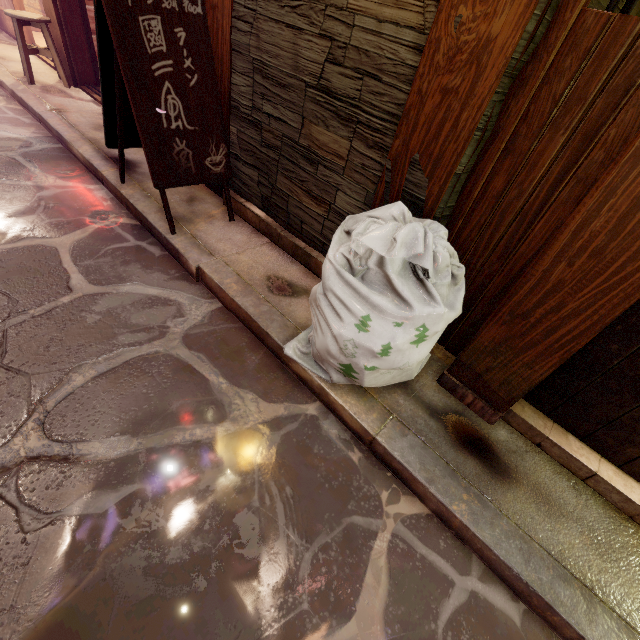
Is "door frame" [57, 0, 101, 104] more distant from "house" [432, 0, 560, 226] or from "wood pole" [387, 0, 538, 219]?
"wood pole" [387, 0, 538, 219]

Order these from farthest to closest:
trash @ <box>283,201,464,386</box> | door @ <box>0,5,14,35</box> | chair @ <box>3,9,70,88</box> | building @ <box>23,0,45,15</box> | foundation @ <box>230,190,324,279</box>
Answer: building @ <box>23,0,45,15</box>, door @ <box>0,5,14,35</box>, chair @ <box>3,9,70,88</box>, foundation @ <box>230,190,324,279</box>, trash @ <box>283,201,464,386</box>

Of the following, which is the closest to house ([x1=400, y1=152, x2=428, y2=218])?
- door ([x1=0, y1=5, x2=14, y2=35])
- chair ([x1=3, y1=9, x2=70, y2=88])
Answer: chair ([x1=3, y1=9, x2=70, y2=88])

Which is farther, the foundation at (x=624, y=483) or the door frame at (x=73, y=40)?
the door frame at (x=73, y=40)

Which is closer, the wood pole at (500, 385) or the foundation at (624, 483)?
the wood pole at (500, 385)

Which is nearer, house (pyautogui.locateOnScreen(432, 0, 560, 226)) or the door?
house (pyautogui.locateOnScreen(432, 0, 560, 226))

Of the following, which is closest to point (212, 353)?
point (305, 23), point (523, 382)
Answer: point (523, 382)

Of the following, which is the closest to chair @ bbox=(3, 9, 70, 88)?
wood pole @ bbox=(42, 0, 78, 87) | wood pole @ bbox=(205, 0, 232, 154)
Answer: wood pole @ bbox=(42, 0, 78, 87)
